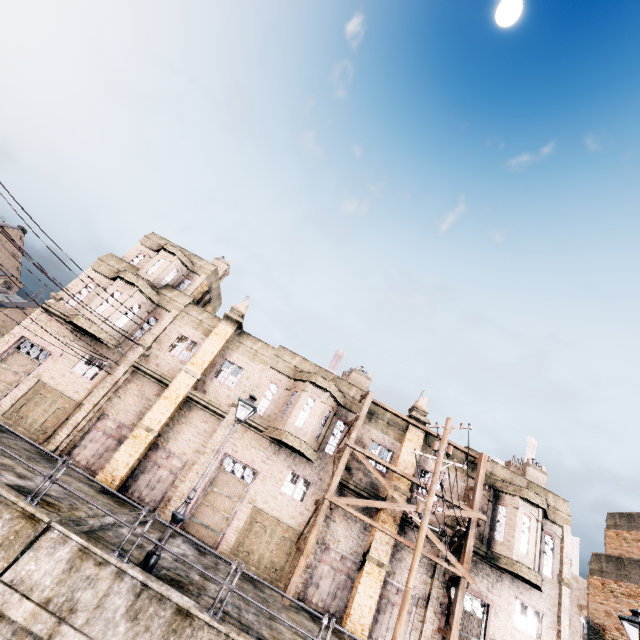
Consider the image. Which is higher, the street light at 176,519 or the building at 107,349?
the building at 107,349

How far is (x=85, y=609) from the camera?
7.82m

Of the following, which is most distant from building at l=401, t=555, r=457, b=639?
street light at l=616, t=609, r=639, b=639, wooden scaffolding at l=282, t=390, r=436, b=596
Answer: street light at l=616, t=609, r=639, b=639

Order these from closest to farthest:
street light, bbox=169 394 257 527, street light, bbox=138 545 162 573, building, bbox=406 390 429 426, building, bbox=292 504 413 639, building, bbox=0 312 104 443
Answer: street light, bbox=138 545 162 573 → street light, bbox=169 394 257 527 → building, bbox=292 504 413 639 → building, bbox=0 312 104 443 → building, bbox=406 390 429 426

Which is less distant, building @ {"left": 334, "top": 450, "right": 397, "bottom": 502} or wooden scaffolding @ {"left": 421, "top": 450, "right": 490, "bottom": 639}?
wooden scaffolding @ {"left": 421, "top": 450, "right": 490, "bottom": 639}

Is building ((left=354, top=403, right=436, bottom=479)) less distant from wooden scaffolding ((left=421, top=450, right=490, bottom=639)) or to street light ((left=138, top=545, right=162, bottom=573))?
wooden scaffolding ((left=421, top=450, right=490, bottom=639))

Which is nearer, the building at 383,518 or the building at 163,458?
the building at 163,458

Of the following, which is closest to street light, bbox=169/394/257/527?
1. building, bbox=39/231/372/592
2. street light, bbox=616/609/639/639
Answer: building, bbox=39/231/372/592
